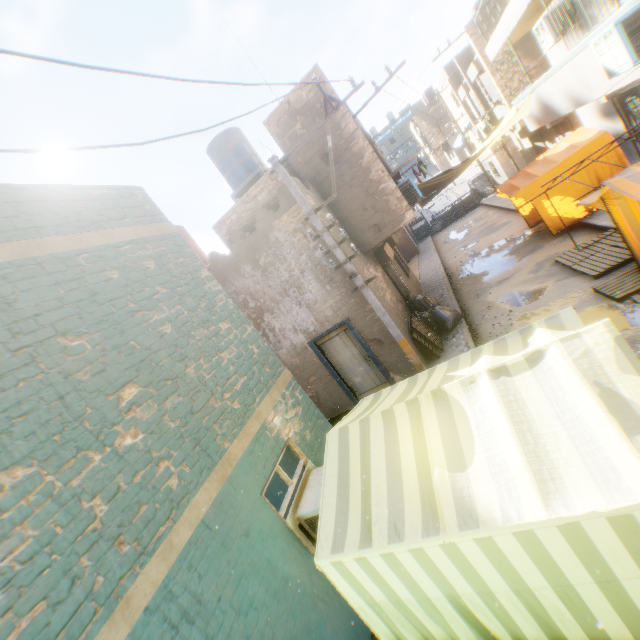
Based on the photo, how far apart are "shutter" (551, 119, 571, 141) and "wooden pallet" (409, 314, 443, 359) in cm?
1264

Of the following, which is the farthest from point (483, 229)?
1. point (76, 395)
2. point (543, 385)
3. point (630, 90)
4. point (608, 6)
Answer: point (76, 395)

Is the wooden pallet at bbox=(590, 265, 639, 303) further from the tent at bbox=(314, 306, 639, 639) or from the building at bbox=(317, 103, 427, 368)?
the building at bbox=(317, 103, 427, 368)

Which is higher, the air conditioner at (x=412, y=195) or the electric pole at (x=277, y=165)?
the electric pole at (x=277, y=165)

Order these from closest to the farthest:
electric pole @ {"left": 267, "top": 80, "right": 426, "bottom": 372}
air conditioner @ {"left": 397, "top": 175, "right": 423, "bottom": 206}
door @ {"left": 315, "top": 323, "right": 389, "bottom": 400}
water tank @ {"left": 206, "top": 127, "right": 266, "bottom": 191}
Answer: electric pole @ {"left": 267, "top": 80, "right": 426, "bottom": 372} → door @ {"left": 315, "top": 323, "right": 389, "bottom": 400} → air conditioner @ {"left": 397, "top": 175, "right": 423, "bottom": 206} → water tank @ {"left": 206, "top": 127, "right": 266, "bottom": 191}

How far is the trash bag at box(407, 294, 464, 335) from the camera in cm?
1041

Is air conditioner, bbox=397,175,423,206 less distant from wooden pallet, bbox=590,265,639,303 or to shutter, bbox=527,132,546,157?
wooden pallet, bbox=590,265,639,303

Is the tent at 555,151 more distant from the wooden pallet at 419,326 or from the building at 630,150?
the wooden pallet at 419,326
